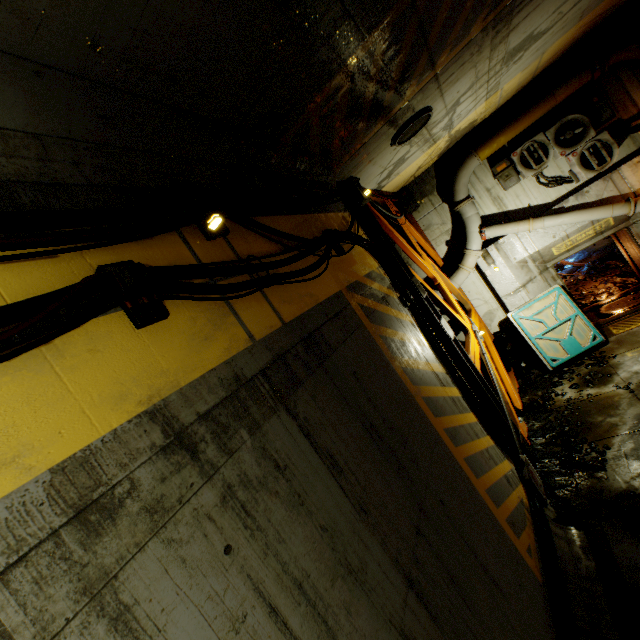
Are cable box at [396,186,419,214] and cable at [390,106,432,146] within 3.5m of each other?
no

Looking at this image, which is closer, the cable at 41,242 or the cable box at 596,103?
the cable at 41,242

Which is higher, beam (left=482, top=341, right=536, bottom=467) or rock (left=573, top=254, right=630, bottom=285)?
beam (left=482, top=341, right=536, bottom=467)

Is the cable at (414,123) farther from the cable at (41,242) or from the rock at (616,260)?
the rock at (616,260)

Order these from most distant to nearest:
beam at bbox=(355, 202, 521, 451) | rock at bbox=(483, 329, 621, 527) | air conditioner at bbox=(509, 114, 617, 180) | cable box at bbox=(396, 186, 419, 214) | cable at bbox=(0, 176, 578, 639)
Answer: cable box at bbox=(396, 186, 419, 214), air conditioner at bbox=(509, 114, 617, 180), beam at bbox=(355, 202, 521, 451), rock at bbox=(483, 329, 621, 527), cable at bbox=(0, 176, 578, 639)

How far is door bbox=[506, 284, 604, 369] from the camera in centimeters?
906cm

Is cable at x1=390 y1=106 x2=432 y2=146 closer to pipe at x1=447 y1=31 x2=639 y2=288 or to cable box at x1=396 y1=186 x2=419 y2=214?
pipe at x1=447 y1=31 x2=639 y2=288

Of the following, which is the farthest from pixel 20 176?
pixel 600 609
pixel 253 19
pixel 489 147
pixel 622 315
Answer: pixel 622 315
